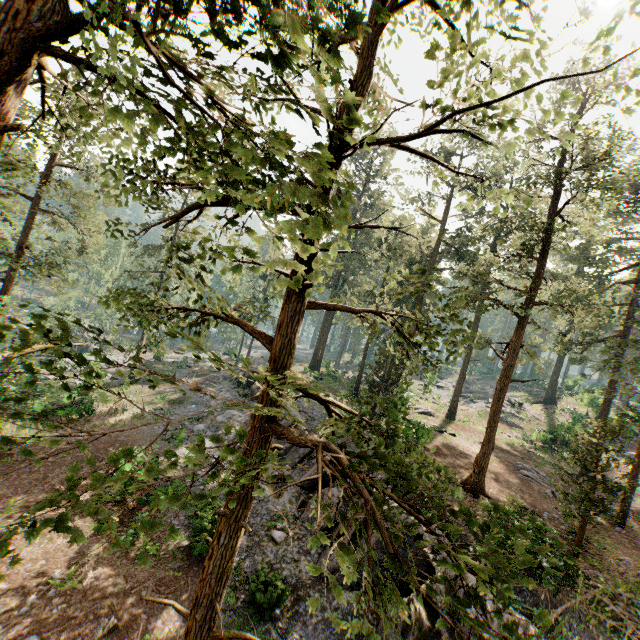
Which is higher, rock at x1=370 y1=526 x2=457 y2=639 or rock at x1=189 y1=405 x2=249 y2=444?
rock at x1=370 y1=526 x2=457 y2=639

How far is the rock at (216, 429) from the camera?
22.2 meters

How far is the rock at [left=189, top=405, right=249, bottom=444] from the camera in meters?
22.2 m

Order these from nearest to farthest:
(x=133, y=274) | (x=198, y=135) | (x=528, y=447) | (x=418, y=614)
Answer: (x=198, y=135) → (x=418, y=614) → (x=528, y=447) → (x=133, y=274)

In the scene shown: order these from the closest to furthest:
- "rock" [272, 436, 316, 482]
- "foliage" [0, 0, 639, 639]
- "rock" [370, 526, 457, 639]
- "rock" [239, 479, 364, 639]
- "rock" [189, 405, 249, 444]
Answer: "foliage" [0, 0, 639, 639] < "rock" [370, 526, 457, 639] < "rock" [239, 479, 364, 639] < "rock" [272, 436, 316, 482] < "rock" [189, 405, 249, 444]

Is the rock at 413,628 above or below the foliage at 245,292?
below
